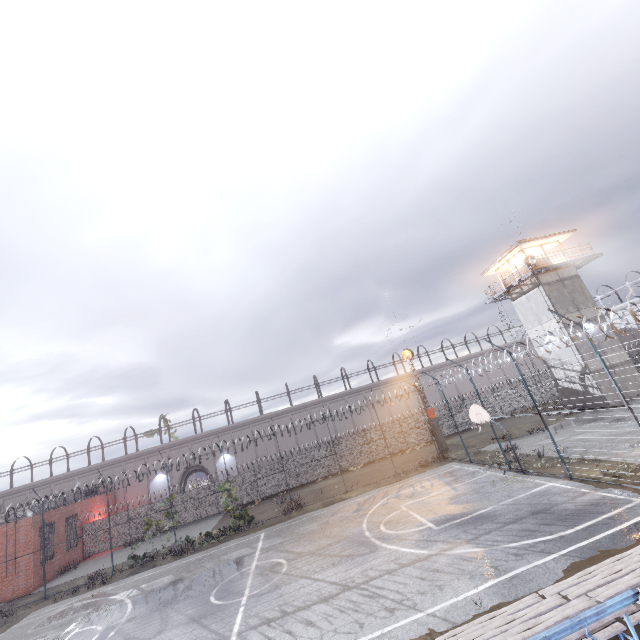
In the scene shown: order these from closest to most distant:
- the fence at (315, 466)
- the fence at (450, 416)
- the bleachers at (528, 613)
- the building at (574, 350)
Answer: the bleachers at (528, 613), the fence at (450, 416), the building at (574, 350), the fence at (315, 466)

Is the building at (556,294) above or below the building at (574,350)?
above

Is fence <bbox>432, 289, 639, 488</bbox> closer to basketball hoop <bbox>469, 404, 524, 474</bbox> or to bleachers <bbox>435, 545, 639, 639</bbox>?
basketball hoop <bbox>469, 404, 524, 474</bbox>

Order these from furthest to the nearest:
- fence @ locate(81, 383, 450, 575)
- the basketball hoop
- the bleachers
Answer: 1. fence @ locate(81, 383, 450, 575)
2. the basketball hoop
3. the bleachers

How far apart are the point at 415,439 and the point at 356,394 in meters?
9.9 m

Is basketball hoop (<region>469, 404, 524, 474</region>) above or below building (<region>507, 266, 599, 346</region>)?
below

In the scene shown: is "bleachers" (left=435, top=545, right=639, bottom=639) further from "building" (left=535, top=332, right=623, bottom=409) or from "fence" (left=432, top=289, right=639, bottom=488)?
"building" (left=535, top=332, right=623, bottom=409)
